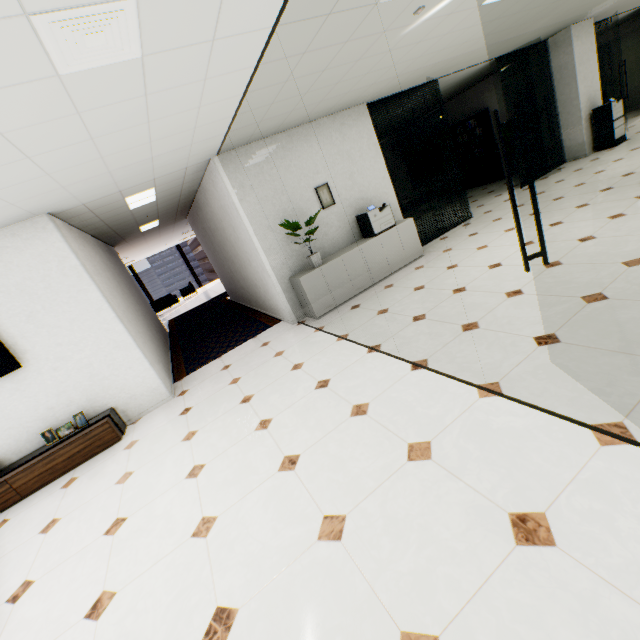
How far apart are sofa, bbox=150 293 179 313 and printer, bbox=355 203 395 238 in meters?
12.8

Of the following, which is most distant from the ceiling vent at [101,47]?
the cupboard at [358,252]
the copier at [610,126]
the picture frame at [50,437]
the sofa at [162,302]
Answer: the sofa at [162,302]

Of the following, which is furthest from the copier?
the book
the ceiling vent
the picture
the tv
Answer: the tv

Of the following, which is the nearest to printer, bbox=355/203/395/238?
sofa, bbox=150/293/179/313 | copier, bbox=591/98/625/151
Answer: copier, bbox=591/98/625/151

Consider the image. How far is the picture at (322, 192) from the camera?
5.8 meters

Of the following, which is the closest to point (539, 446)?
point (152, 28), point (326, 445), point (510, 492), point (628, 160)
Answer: point (510, 492)

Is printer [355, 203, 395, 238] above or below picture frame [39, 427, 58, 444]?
above

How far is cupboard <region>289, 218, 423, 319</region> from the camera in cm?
545
